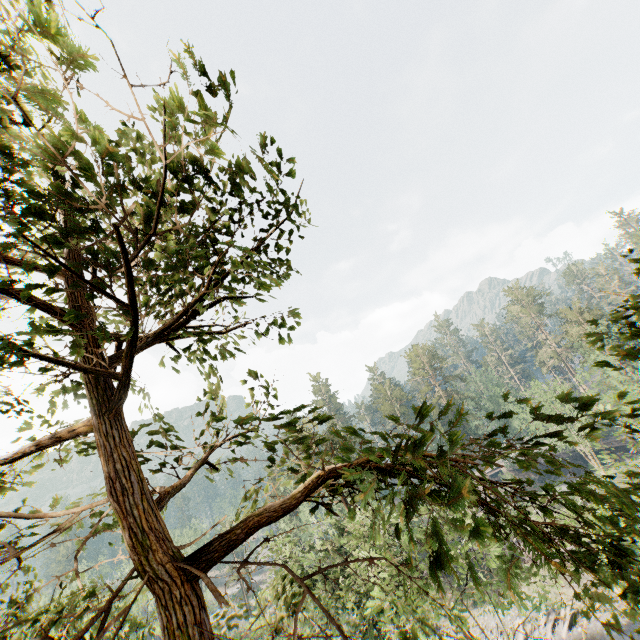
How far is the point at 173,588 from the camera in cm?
325
